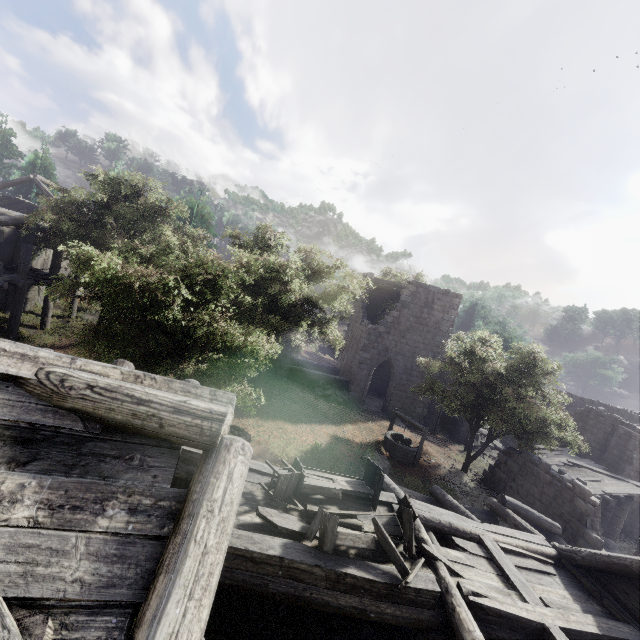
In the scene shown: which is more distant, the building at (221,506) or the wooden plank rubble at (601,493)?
the wooden plank rubble at (601,493)

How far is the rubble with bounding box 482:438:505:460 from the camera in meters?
24.6

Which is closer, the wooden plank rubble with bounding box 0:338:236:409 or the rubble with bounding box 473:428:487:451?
the wooden plank rubble with bounding box 0:338:236:409

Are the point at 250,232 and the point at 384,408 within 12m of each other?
no

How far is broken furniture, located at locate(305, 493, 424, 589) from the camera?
5.9 meters

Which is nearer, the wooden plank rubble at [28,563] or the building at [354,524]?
the wooden plank rubble at [28,563]

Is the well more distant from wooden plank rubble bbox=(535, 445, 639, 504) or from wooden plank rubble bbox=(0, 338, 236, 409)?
wooden plank rubble bbox=(0, 338, 236, 409)

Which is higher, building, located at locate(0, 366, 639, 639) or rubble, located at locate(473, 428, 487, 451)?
building, located at locate(0, 366, 639, 639)
